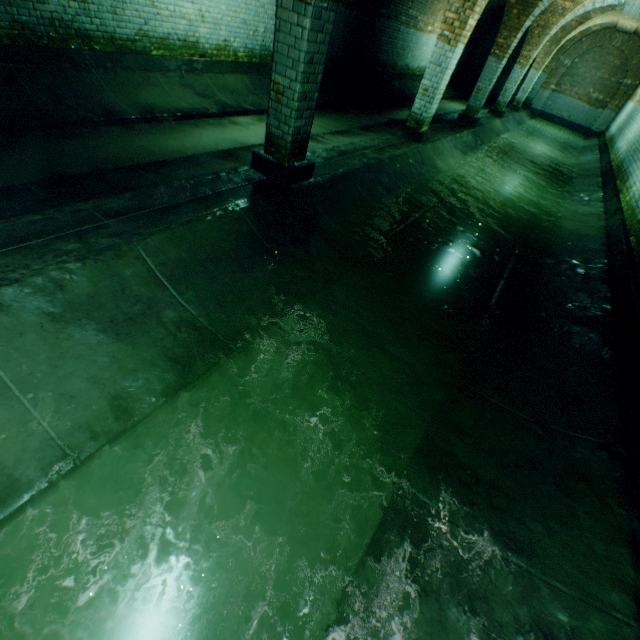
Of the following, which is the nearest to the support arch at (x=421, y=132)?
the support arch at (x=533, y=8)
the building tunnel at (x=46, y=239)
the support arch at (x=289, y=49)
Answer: the building tunnel at (x=46, y=239)

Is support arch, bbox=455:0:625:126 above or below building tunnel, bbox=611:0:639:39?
below

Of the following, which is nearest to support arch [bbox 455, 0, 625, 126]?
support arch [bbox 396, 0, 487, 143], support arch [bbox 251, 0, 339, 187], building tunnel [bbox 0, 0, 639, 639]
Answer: building tunnel [bbox 0, 0, 639, 639]

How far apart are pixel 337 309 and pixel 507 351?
1.9 meters

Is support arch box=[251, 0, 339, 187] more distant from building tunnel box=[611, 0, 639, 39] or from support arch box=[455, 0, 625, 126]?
support arch box=[455, 0, 625, 126]

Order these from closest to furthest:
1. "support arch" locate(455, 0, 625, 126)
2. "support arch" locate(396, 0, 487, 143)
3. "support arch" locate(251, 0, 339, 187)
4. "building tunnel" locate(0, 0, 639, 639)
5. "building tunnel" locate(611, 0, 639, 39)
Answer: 1. "building tunnel" locate(0, 0, 639, 639)
2. "support arch" locate(251, 0, 339, 187)
3. "support arch" locate(396, 0, 487, 143)
4. "support arch" locate(455, 0, 625, 126)
5. "building tunnel" locate(611, 0, 639, 39)

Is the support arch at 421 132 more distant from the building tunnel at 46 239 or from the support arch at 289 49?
the support arch at 289 49
